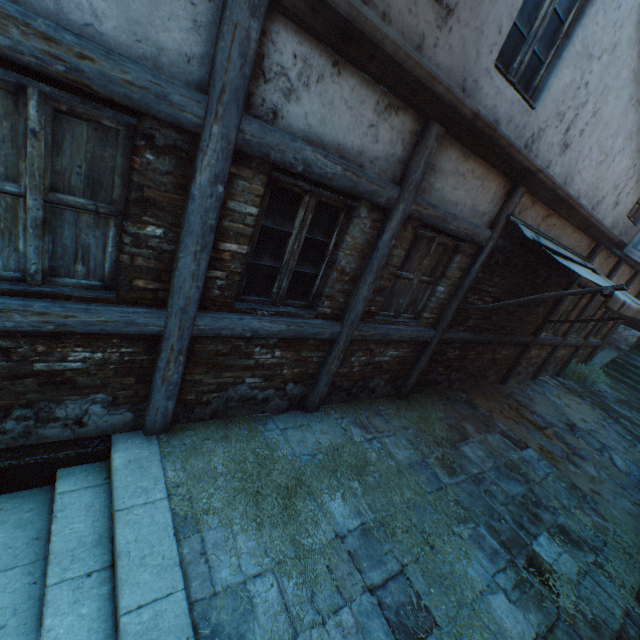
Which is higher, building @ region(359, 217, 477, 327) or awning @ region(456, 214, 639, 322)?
awning @ region(456, 214, 639, 322)

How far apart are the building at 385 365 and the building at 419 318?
0.2m

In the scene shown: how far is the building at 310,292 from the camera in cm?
270

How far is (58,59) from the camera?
1.7 meters

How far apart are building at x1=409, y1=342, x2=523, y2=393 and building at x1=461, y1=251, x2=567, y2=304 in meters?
0.2 m

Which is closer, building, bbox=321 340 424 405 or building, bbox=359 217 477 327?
building, bbox=359 217 477 327

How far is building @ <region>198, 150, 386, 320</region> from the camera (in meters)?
2.70

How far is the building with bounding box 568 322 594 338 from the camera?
9.5 meters
